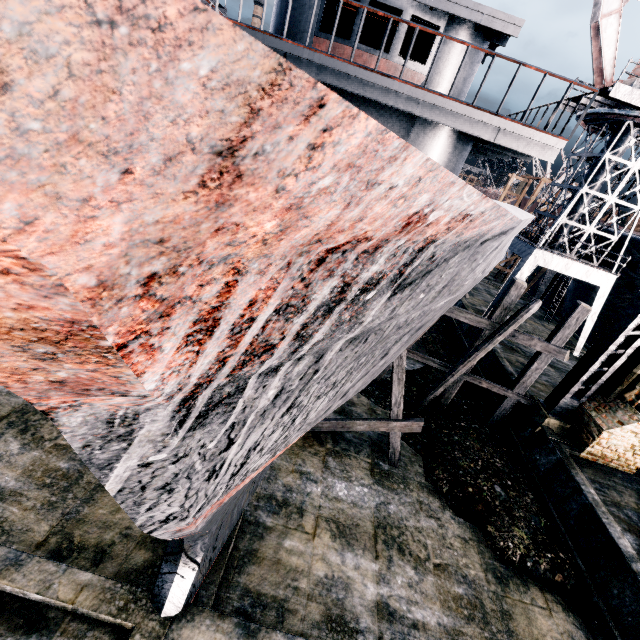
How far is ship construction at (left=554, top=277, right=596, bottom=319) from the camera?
27.00m

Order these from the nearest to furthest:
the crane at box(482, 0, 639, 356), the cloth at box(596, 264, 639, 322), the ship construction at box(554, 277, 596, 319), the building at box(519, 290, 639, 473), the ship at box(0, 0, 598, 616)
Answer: the ship at box(0, 0, 598, 616), the building at box(519, 290, 639, 473), the crane at box(482, 0, 639, 356), the cloth at box(596, 264, 639, 322), the ship construction at box(554, 277, 596, 319)

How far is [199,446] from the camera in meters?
2.1 m

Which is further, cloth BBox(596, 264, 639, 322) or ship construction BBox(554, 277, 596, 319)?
ship construction BBox(554, 277, 596, 319)

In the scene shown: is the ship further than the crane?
No

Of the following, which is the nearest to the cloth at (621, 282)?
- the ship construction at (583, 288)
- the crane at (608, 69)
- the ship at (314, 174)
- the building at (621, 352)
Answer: the ship construction at (583, 288)

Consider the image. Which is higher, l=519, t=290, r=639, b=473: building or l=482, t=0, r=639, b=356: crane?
l=482, t=0, r=639, b=356: crane

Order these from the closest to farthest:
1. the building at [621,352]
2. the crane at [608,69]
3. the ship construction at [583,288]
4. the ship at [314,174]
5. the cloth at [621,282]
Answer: the ship at [314,174] < the building at [621,352] < the crane at [608,69] < the cloth at [621,282] < the ship construction at [583,288]
